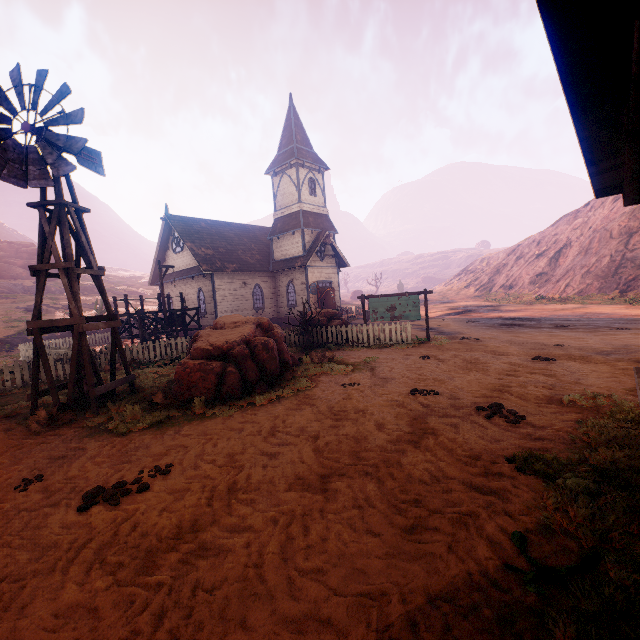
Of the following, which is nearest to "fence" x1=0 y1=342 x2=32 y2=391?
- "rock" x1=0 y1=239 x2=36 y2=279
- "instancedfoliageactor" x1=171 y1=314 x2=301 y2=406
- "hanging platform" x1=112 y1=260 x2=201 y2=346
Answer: "hanging platform" x1=112 y1=260 x2=201 y2=346

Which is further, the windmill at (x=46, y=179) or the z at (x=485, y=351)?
the windmill at (x=46, y=179)

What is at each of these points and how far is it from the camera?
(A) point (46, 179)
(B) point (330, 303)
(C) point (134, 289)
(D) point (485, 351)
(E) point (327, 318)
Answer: (A) windmill, 7.8 meters
(B) bp, 26.0 meters
(C) z, 54.1 meters
(D) z, 11.3 meters
(E) instancedfoliageactor, 16.4 meters

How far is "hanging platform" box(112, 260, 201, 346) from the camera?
18.7 meters

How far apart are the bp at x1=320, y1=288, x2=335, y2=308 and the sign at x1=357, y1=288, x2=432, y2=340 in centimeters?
990cm

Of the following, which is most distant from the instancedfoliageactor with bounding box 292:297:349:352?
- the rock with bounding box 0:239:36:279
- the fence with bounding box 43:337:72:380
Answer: the rock with bounding box 0:239:36:279

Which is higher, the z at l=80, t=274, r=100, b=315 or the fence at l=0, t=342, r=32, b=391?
the z at l=80, t=274, r=100, b=315

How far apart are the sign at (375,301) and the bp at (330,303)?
9.9m
